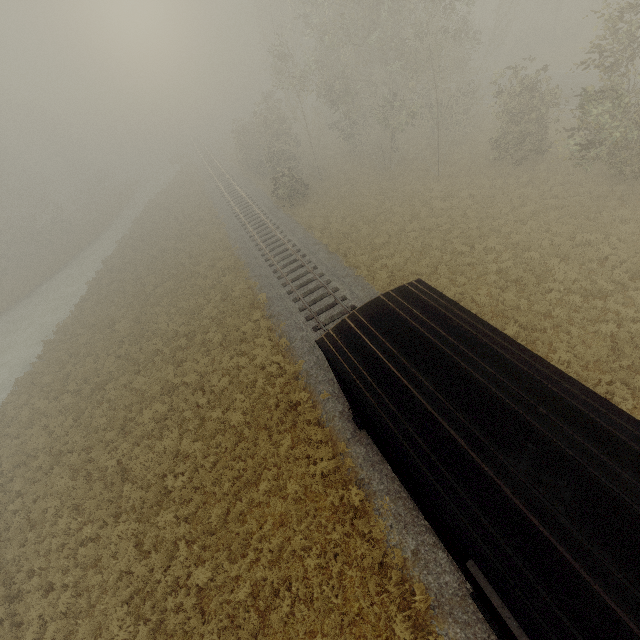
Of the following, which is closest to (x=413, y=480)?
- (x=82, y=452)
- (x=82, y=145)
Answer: (x=82, y=452)

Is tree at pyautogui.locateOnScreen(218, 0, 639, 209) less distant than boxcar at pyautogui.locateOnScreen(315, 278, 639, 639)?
No

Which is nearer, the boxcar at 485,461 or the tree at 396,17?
the boxcar at 485,461
